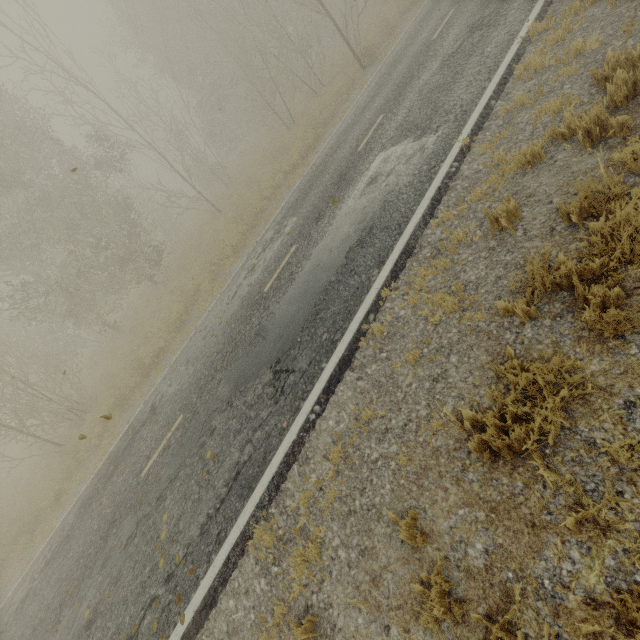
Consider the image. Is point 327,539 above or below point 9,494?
below

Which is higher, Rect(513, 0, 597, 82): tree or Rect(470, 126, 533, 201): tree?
Rect(470, 126, 533, 201): tree

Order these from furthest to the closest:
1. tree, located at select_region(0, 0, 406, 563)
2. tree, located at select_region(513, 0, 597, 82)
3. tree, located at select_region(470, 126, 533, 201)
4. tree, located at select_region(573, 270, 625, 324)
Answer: tree, located at select_region(0, 0, 406, 563)
tree, located at select_region(513, 0, 597, 82)
tree, located at select_region(470, 126, 533, 201)
tree, located at select_region(573, 270, 625, 324)

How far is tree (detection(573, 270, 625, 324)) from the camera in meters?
2.8 m

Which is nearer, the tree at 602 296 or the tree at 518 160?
the tree at 602 296

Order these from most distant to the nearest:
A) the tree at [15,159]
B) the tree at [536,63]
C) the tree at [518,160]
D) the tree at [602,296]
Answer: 1. the tree at [15,159]
2. the tree at [536,63]
3. the tree at [518,160]
4. the tree at [602,296]
